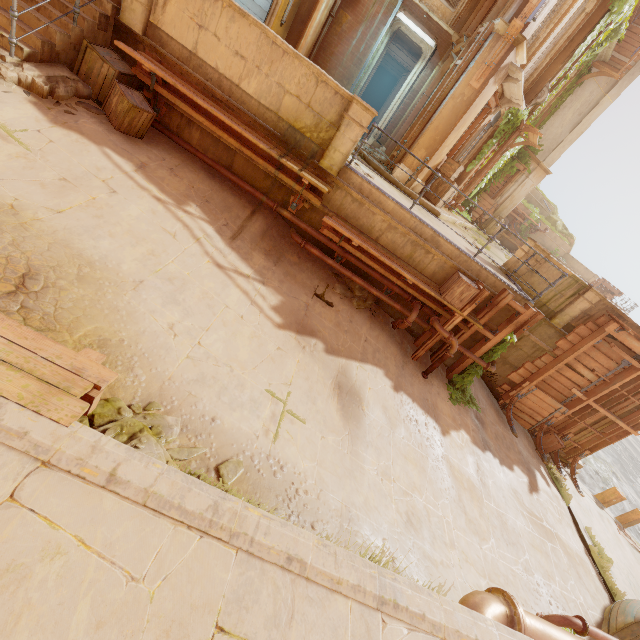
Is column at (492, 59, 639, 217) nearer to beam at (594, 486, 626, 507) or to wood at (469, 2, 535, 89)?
wood at (469, 2, 535, 89)

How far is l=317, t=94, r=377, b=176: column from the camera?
6.58m

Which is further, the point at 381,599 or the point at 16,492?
the point at 381,599

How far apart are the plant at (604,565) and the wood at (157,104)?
15.8 meters

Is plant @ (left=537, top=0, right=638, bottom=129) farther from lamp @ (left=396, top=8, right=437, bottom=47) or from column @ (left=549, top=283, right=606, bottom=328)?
column @ (left=549, top=283, right=606, bottom=328)

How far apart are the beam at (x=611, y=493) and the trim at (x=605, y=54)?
19.0m

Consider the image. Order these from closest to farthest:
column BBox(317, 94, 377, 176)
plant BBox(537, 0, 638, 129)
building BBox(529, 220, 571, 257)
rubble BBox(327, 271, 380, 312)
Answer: column BBox(317, 94, 377, 176), rubble BBox(327, 271, 380, 312), plant BBox(537, 0, 638, 129), building BBox(529, 220, 571, 257)

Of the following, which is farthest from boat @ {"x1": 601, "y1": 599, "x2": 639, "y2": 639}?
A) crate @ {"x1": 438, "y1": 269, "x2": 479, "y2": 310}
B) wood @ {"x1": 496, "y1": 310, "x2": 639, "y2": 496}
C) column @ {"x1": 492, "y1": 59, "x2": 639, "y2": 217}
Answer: column @ {"x1": 492, "y1": 59, "x2": 639, "y2": 217}
